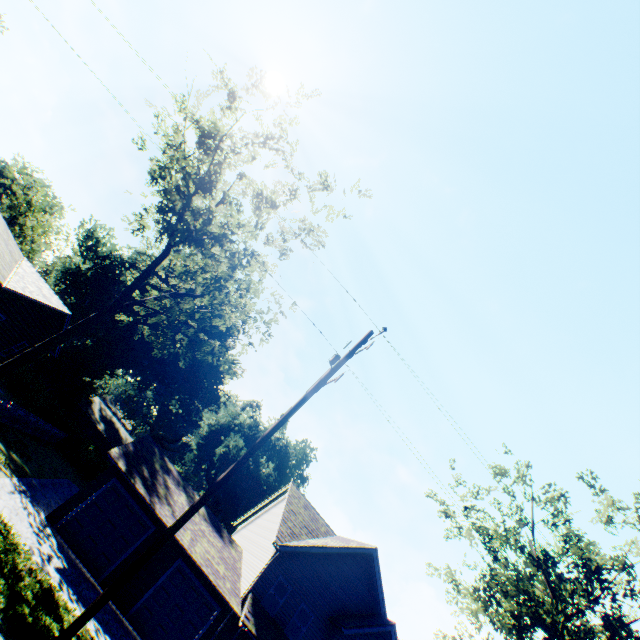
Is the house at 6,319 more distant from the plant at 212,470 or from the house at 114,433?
the house at 114,433

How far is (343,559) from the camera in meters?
20.5 m

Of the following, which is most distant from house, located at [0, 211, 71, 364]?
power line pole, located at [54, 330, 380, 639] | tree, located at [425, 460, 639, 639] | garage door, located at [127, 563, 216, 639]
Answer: tree, located at [425, 460, 639, 639]

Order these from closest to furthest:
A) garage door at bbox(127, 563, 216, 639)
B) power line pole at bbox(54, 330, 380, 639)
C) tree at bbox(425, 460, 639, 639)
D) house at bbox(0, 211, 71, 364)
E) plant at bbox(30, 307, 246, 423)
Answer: power line pole at bbox(54, 330, 380, 639) → tree at bbox(425, 460, 639, 639) → garage door at bbox(127, 563, 216, 639) → house at bbox(0, 211, 71, 364) → plant at bbox(30, 307, 246, 423)

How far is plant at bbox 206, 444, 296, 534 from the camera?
47.4 meters

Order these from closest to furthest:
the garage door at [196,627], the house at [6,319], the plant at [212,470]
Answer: the garage door at [196,627] < the house at [6,319] < the plant at [212,470]

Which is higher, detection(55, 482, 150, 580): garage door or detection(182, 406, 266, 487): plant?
detection(182, 406, 266, 487): plant
